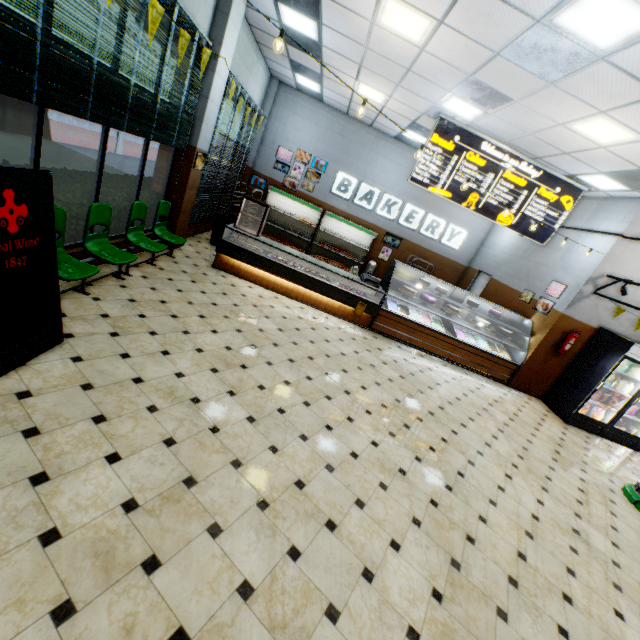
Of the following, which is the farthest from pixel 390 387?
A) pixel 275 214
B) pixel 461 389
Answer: pixel 275 214

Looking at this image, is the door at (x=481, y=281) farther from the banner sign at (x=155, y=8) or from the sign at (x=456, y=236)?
the banner sign at (x=155, y=8)

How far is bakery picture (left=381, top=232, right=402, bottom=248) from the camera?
12.2 meters

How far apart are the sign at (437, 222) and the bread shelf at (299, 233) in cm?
64

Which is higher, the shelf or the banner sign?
the banner sign

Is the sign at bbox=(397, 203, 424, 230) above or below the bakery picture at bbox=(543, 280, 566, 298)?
above

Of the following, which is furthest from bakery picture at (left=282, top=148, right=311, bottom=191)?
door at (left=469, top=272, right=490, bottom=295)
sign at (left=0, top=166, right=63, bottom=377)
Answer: sign at (left=0, top=166, right=63, bottom=377)

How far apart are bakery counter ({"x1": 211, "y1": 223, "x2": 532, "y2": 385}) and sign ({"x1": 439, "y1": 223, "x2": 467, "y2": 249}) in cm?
442
